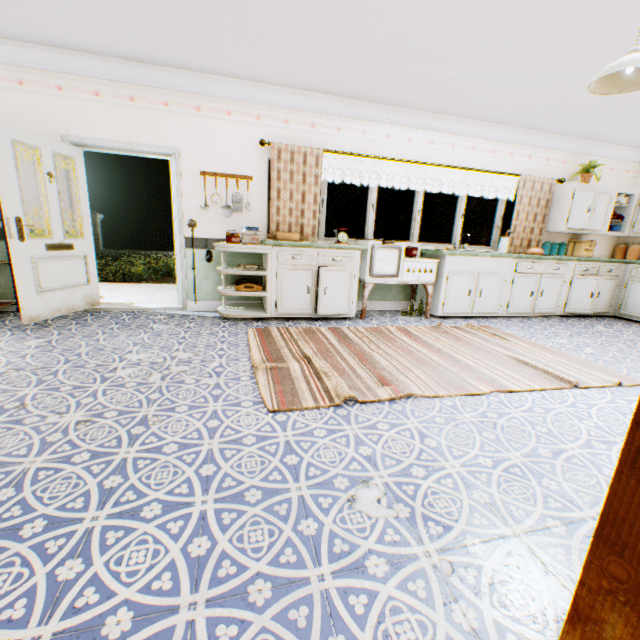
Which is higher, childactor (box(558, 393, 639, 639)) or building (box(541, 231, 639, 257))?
building (box(541, 231, 639, 257))

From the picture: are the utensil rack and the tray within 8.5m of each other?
yes

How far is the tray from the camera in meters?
4.5

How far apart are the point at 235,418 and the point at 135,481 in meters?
0.7

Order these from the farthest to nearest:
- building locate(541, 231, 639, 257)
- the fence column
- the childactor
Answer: the fence column
building locate(541, 231, 639, 257)
the childactor

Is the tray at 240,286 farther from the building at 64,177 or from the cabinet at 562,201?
the cabinet at 562,201

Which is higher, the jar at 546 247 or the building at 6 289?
the jar at 546 247

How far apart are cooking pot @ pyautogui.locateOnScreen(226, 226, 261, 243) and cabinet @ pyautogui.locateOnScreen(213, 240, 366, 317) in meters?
0.2
